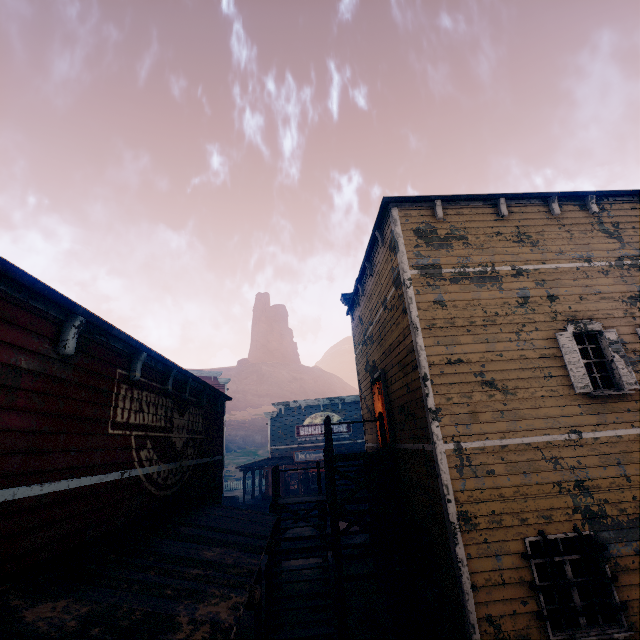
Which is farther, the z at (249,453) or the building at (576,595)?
the z at (249,453)

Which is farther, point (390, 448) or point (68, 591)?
point (390, 448)

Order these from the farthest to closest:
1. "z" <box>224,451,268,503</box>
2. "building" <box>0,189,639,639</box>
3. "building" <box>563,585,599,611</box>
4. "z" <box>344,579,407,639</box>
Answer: "z" <box>224,451,268,503</box> → "z" <box>344,579,407,639</box> → "building" <box>563,585,599,611</box> → "building" <box>0,189,639,639</box>

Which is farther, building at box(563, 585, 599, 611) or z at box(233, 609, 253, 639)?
z at box(233, 609, 253, 639)

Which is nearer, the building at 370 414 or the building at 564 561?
the building at 370 414
